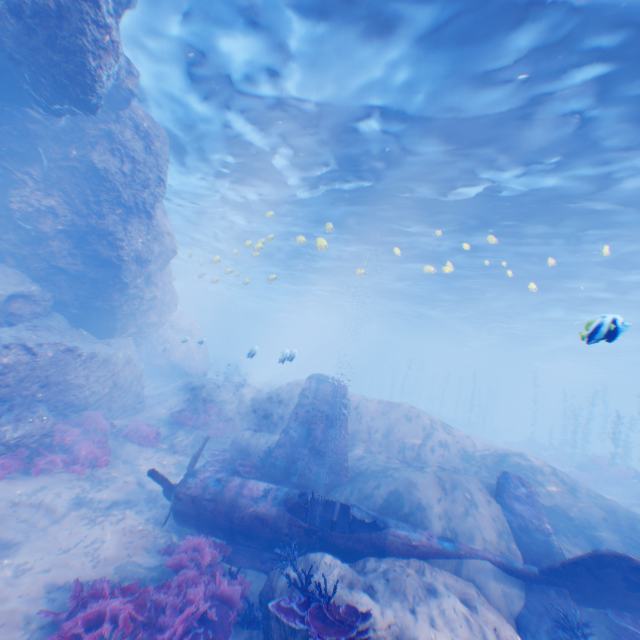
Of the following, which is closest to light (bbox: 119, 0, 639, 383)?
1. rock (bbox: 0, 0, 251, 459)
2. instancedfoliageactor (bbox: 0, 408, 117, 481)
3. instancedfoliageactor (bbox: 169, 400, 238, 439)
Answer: rock (bbox: 0, 0, 251, 459)

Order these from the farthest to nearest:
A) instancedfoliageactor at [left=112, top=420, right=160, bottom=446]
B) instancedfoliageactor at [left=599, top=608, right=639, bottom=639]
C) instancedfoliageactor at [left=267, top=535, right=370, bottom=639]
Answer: instancedfoliageactor at [left=112, top=420, right=160, bottom=446]
instancedfoliageactor at [left=599, top=608, right=639, bottom=639]
instancedfoliageactor at [left=267, top=535, right=370, bottom=639]

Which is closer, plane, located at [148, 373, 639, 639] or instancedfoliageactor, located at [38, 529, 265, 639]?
instancedfoliageactor, located at [38, 529, 265, 639]

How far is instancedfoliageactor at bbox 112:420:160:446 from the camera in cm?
1293

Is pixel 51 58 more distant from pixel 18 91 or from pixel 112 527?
pixel 112 527

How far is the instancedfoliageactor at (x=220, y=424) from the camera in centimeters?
1485cm

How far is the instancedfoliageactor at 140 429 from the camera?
12.9m

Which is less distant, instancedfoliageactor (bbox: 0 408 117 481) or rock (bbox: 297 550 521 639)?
rock (bbox: 297 550 521 639)
